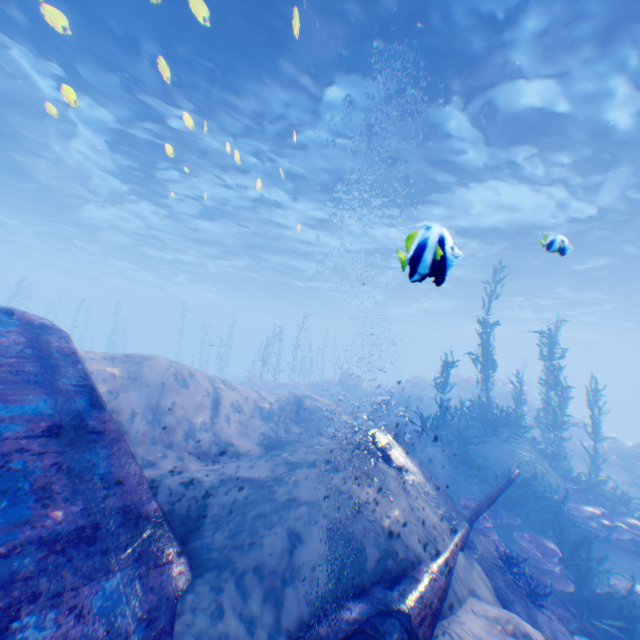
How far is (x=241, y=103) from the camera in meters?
11.8 m

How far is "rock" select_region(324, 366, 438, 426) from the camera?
22.0 meters

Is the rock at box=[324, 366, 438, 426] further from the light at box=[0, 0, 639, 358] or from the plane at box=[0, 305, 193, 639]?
the plane at box=[0, 305, 193, 639]

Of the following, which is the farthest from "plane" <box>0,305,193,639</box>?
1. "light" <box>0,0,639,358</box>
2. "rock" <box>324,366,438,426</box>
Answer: "rock" <box>324,366,438,426</box>

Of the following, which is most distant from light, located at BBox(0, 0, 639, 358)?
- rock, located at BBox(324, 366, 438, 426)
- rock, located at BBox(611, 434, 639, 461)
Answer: rock, located at BBox(324, 366, 438, 426)

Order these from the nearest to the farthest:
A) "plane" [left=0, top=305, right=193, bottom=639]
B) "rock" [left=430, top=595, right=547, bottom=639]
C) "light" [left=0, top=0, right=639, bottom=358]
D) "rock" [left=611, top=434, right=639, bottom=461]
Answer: "plane" [left=0, top=305, right=193, bottom=639] < "rock" [left=430, top=595, right=547, bottom=639] < "light" [left=0, top=0, right=639, bottom=358] < "rock" [left=611, top=434, right=639, bottom=461]

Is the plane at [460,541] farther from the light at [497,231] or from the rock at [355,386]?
the rock at [355,386]

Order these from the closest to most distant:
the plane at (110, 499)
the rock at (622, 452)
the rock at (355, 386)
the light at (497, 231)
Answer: the plane at (110, 499) → the light at (497, 231) → the rock at (622, 452) → the rock at (355, 386)
